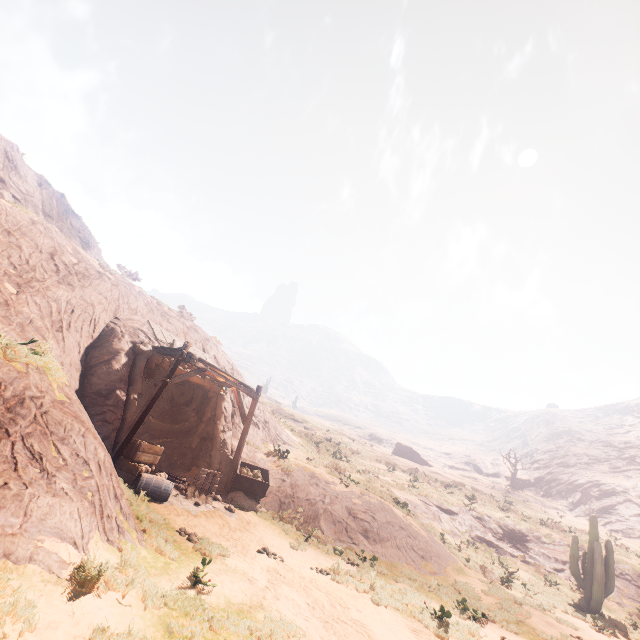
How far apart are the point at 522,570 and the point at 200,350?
22.9m

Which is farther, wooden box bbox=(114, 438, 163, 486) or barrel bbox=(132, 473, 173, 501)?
wooden box bbox=(114, 438, 163, 486)

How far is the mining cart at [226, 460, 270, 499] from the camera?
13.4 meters

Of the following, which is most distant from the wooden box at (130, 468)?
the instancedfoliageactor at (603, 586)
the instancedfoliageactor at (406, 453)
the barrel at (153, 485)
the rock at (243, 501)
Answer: the instancedfoliageactor at (406, 453)

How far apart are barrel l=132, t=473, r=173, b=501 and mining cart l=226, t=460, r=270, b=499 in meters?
3.4 m

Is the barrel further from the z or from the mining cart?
the mining cart

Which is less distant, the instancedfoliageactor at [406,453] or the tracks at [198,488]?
the tracks at [198,488]

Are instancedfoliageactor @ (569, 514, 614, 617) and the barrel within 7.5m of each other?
no
